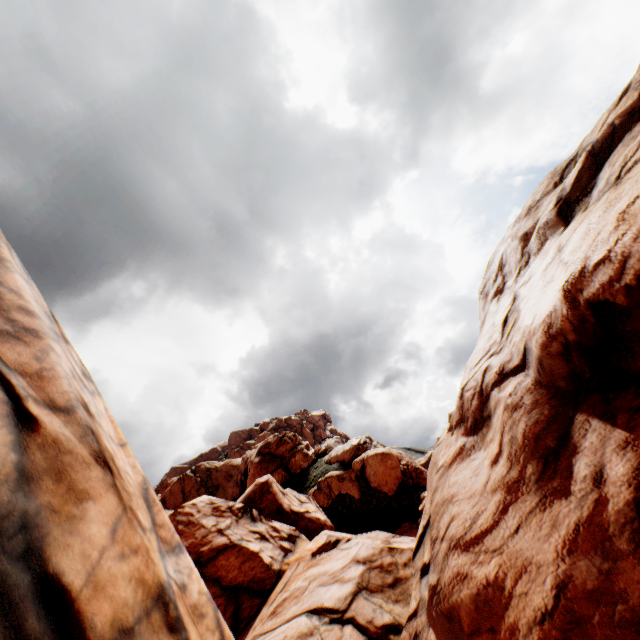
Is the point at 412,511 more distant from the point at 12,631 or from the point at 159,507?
the point at 12,631
